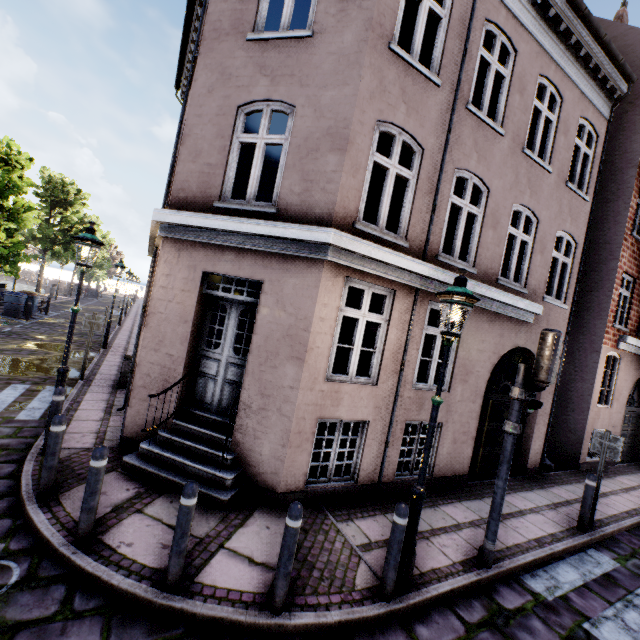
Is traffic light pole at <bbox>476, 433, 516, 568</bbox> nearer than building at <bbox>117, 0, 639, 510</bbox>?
Yes

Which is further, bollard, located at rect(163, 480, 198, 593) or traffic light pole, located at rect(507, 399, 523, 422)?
traffic light pole, located at rect(507, 399, 523, 422)

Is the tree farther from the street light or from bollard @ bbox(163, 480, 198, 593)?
bollard @ bbox(163, 480, 198, 593)

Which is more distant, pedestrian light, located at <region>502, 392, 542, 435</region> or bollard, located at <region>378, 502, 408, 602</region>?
pedestrian light, located at <region>502, 392, 542, 435</region>

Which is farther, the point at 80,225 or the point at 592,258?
the point at 80,225

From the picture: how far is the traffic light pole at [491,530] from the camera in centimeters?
459cm

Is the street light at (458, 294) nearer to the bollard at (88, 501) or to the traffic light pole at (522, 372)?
the traffic light pole at (522, 372)

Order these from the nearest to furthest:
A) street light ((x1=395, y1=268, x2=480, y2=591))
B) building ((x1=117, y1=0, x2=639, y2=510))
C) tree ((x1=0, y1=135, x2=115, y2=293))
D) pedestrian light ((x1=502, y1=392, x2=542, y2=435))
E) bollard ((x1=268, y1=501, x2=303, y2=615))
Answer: bollard ((x1=268, y1=501, x2=303, y2=615)), street light ((x1=395, y1=268, x2=480, y2=591)), pedestrian light ((x1=502, y1=392, x2=542, y2=435)), building ((x1=117, y1=0, x2=639, y2=510)), tree ((x1=0, y1=135, x2=115, y2=293))
